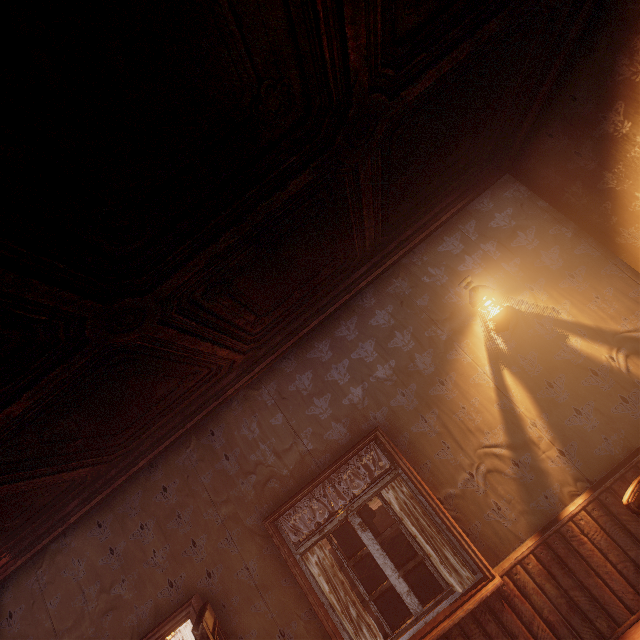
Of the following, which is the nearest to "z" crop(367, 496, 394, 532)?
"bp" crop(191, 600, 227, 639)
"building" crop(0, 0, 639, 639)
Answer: "building" crop(0, 0, 639, 639)

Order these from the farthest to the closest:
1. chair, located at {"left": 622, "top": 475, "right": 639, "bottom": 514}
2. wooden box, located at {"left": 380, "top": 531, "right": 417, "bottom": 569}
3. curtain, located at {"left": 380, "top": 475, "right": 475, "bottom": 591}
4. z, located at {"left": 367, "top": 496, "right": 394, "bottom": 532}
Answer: z, located at {"left": 367, "top": 496, "right": 394, "bottom": 532}
wooden box, located at {"left": 380, "top": 531, "right": 417, "bottom": 569}
curtain, located at {"left": 380, "top": 475, "right": 475, "bottom": 591}
chair, located at {"left": 622, "top": 475, "right": 639, "bottom": 514}

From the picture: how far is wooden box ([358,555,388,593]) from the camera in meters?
3.6 m

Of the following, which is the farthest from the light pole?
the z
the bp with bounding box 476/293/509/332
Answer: the bp with bounding box 476/293/509/332

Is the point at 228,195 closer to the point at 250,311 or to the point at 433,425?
the point at 250,311

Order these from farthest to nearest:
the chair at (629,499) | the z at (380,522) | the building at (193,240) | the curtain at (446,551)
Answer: the z at (380,522) → the curtain at (446,551) → the chair at (629,499) → the building at (193,240)

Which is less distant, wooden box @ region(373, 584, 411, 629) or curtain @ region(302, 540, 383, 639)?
curtain @ region(302, 540, 383, 639)

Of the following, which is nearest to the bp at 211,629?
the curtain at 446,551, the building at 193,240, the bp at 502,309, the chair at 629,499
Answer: the building at 193,240
